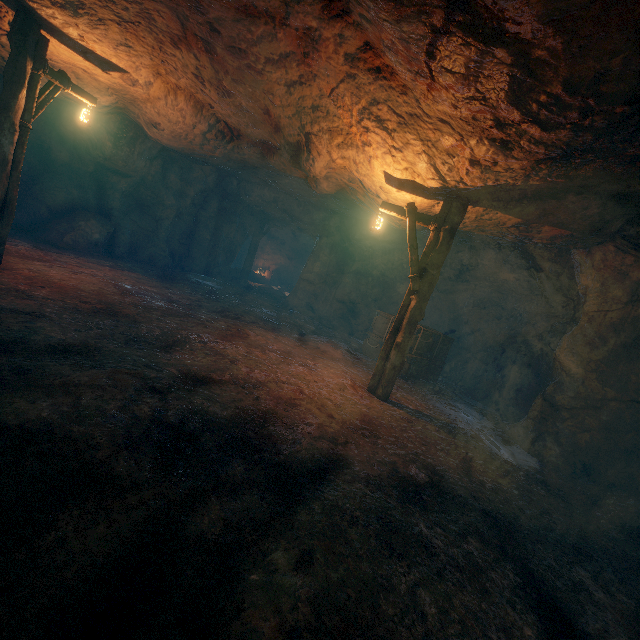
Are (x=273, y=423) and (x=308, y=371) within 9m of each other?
yes

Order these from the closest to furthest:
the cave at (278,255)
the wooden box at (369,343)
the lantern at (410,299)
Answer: the lantern at (410,299)
the wooden box at (369,343)
the cave at (278,255)

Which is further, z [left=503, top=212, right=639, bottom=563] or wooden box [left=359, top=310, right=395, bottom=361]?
wooden box [left=359, top=310, right=395, bottom=361]

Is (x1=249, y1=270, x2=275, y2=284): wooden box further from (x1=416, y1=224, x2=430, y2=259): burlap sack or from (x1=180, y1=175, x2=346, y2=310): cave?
(x1=416, y1=224, x2=430, y2=259): burlap sack

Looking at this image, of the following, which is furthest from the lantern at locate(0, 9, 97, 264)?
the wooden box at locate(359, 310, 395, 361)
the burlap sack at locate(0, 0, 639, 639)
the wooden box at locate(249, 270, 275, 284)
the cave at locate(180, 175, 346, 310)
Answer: the wooden box at locate(249, 270, 275, 284)

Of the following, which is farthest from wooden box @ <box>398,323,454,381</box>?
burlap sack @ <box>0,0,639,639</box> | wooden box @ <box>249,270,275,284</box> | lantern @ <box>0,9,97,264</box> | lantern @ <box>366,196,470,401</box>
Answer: wooden box @ <box>249,270,275,284</box>

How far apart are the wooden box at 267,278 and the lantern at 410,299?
18.2m

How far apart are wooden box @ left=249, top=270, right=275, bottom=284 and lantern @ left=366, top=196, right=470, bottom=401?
18.2 meters
